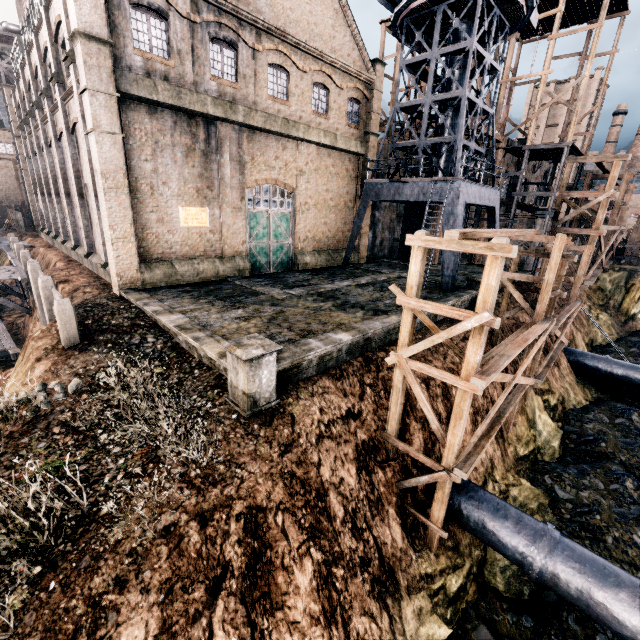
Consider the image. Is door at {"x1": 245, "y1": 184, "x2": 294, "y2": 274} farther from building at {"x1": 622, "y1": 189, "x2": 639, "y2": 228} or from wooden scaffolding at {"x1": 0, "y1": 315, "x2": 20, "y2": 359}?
building at {"x1": 622, "y1": 189, "x2": 639, "y2": 228}

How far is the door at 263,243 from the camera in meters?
21.7

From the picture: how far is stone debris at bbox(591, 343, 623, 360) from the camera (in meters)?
29.43

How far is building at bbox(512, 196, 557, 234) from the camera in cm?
2849

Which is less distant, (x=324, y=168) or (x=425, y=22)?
(x=425, y=22)

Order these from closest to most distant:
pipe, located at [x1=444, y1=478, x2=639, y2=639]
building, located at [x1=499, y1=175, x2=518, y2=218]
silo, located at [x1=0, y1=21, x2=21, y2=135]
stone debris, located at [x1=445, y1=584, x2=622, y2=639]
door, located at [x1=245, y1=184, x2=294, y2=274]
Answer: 1. pipe, located at [x1=444, y1=478, x2=639, y2=639]
2. stone debris, located at [x1=445, y1=584, x2=622, y2=639]
3. door, located at [x1=245, y1=184, x2=294, y2=274]
4. building, located at [x1=499, y1=175, x2=518, y2=218]
5. silo, located at [x1=0, y1=21, x2=21, y2=135]

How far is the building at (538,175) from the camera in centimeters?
3735cm

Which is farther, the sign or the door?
the door
